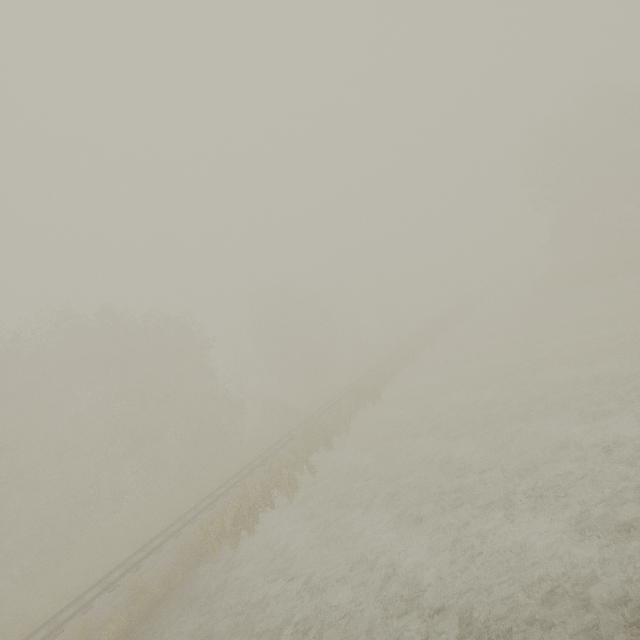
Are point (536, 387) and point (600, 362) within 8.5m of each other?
yes

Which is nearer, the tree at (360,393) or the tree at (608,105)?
the tree at (360,393)

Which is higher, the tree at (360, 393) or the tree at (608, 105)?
the tree at (608, 105)

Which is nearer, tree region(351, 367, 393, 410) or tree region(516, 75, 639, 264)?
tree region(351, 367, 393, 410)

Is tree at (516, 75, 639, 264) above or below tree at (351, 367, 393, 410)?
above

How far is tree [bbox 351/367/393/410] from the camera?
24.6m
